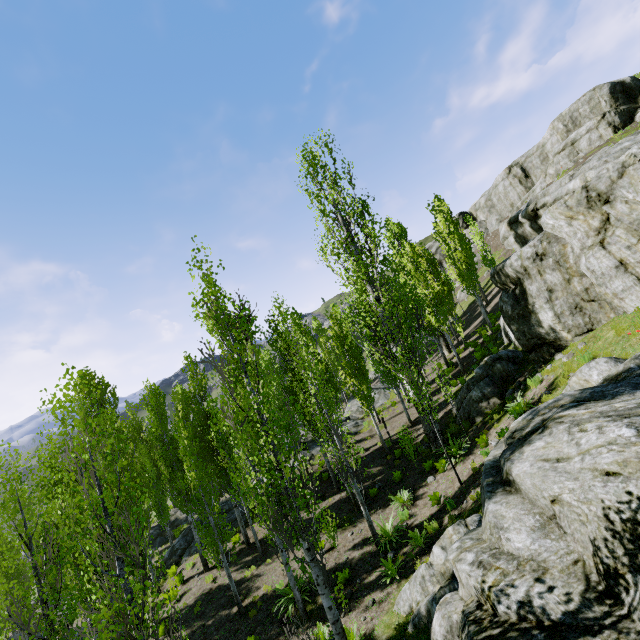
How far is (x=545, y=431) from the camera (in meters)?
6.76

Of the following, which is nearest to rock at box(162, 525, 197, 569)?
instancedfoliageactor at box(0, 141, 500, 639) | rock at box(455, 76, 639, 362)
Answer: instancedfoliageactor at box(0, 141, 500, 639)

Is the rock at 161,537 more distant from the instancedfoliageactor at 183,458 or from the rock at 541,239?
the rock at 541,239

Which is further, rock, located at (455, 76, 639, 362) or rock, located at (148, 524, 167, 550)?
rock, located at (148, 524, 167, 550)

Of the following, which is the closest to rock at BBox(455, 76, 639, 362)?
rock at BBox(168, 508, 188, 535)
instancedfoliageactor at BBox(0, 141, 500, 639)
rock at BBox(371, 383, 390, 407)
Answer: instancedfoliageactor at BBox(0, 141, 500, 639)

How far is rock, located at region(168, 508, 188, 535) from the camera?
29.4 meters

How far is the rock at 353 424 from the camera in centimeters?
2405cm
